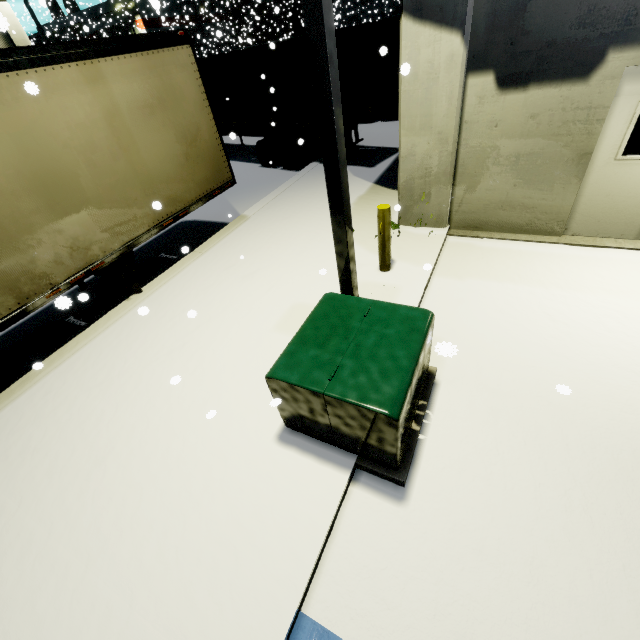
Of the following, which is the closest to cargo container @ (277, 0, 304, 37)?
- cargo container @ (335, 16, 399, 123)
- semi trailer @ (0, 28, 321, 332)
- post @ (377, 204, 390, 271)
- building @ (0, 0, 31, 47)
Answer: semi trailer @ (0, 28, 321, 332)

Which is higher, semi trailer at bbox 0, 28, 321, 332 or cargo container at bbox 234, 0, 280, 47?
cargo container at bbox 234, 0, 280, 47

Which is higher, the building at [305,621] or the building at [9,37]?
the building at [9,37]

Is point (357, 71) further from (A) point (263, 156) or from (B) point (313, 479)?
(B) point (313, 479)

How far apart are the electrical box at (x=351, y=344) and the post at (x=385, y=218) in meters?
1.8

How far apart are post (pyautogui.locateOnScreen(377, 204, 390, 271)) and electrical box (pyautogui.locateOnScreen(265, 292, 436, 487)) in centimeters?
183cm

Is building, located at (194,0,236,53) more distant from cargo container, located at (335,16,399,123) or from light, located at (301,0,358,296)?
light, located at (301,0,358,296)

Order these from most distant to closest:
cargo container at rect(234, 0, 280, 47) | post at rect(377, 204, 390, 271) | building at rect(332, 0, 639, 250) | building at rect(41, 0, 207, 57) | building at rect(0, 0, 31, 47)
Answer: cargo container at rect(234, 0, 280, 47), building at rect(41, 0, 207, 57), post at rect(377, 204, 390, 271), building at rect(332, 0, 639, 250), building at rect(0, 0, 31, 47)
